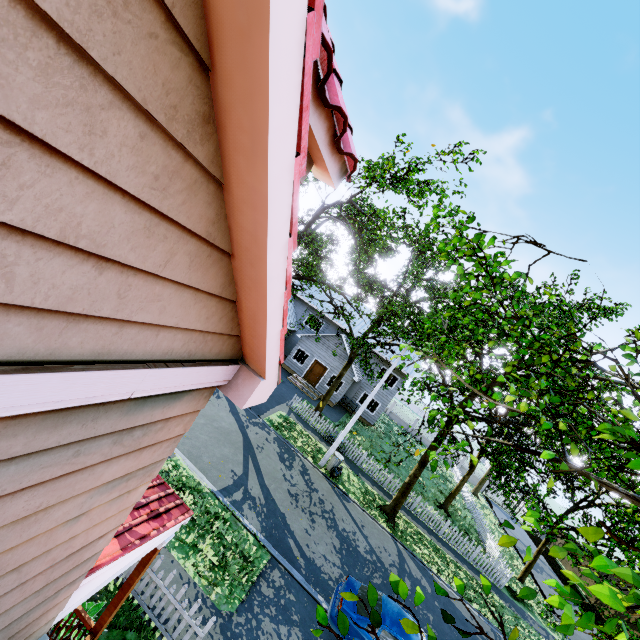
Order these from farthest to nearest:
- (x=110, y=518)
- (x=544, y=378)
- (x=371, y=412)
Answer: (x=371, y=412)
(x=544, y=378)
(x=110, y=518)

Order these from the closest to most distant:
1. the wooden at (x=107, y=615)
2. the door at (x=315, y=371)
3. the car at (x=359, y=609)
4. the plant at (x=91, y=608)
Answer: the wooden at (x=107, y=615) < the plant at (x=91, y=608) < the car at (x=359, y=609) < the door at (x=315, y=371)

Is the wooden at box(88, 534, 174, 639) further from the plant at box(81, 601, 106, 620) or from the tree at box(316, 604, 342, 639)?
the tree at box(316, 604, 342, 639)

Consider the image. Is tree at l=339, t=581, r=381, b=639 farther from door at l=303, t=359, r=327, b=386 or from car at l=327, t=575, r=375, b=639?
car at l=327, t=575, r=375, b=639

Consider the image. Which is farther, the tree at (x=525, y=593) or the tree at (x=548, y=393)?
the tree at (x=548, y=393)

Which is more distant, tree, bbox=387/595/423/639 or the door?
the door

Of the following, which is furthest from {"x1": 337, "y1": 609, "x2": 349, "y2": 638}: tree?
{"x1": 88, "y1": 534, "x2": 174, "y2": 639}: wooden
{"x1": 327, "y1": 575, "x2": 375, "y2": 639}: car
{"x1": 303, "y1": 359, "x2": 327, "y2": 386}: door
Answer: {"x1": 88, "y1": 534, "x2": 174, "y2": 639}: wooden

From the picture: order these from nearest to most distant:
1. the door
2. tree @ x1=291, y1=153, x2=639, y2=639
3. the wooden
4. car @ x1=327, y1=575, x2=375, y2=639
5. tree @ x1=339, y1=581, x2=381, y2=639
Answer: tree @ x1=339, y1=581, x2=381, y2=639, tree @ x1=291, y1=153, x2=639, y2=639, the wooden, car @ x1=327, y1=575, x2=375, y2=639, the door
